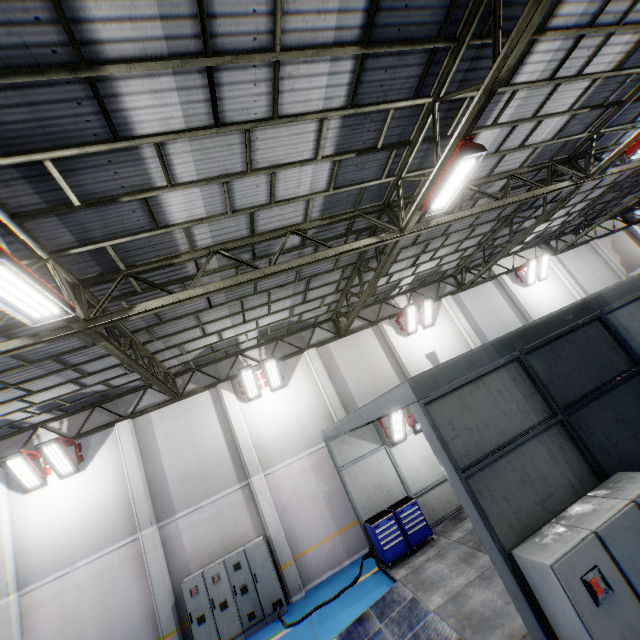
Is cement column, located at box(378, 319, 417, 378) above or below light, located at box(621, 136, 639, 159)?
below

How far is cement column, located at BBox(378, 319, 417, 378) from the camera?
14.9 meters

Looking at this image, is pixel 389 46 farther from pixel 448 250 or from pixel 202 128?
pixel 448 250

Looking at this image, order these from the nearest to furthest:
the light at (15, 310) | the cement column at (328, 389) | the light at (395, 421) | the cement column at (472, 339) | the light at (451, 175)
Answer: the light at (15, 310), the light at (451, 175), the light at (395, 421), the cement column at (328, 389), the cement column at (472, 339)

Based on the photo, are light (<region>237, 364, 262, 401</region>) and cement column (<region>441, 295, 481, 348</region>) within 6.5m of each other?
no

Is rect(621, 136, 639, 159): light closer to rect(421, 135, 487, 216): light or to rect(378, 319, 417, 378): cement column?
rect(421, 135, 487, 216): light

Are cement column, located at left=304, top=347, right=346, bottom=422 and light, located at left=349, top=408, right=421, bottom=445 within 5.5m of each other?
yes

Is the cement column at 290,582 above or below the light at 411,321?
below
